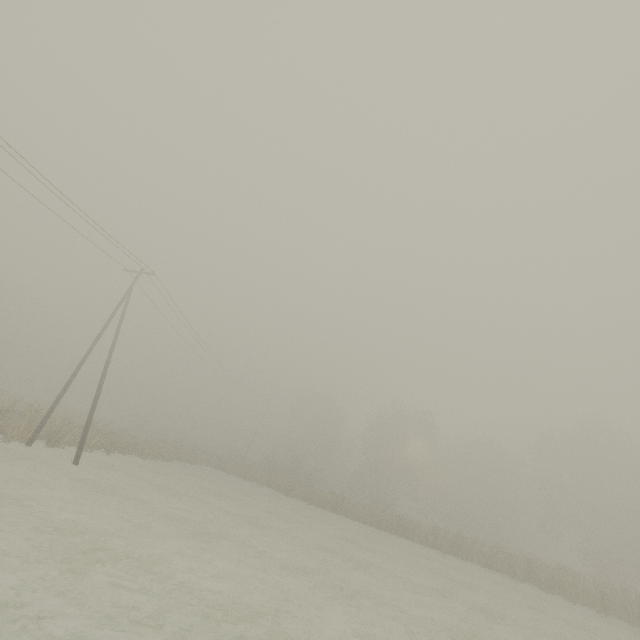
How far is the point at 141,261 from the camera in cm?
2116

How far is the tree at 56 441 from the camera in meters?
20.1

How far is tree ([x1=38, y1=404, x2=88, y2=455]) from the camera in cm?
2009
